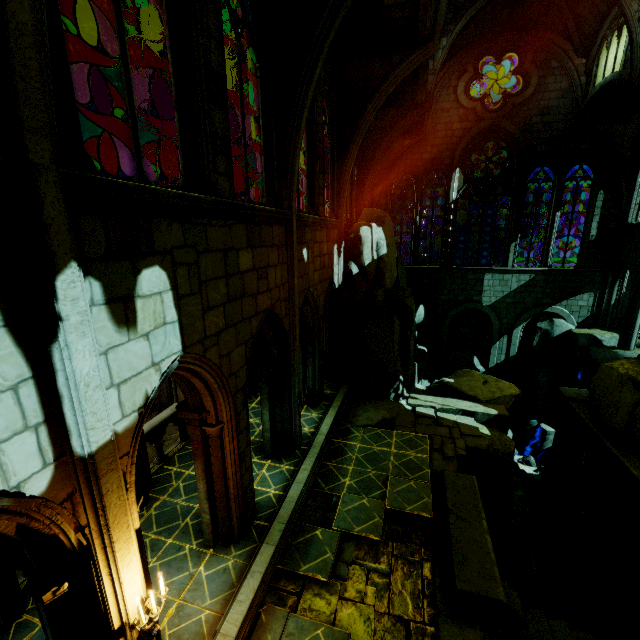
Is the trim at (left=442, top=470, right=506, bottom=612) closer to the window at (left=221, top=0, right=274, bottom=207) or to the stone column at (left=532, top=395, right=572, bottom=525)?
the window at (left=221, top=0, right=274, bottom=207)

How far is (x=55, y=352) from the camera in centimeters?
301cm

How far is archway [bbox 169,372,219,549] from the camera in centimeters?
588cm

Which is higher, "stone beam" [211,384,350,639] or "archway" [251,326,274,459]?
"archway" [251,326,274,459]

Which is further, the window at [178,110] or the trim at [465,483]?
the trim at [465,483]

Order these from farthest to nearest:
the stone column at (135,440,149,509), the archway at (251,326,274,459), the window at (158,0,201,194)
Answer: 1. the archway at (251,326,274,459)
2. the stone column at (135,440,149,509)
3. the window at (158,0,201,194)

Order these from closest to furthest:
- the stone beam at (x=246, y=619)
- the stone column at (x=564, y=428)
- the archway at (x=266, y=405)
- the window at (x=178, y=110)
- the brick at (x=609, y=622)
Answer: the window at (x=178, y=110), the stone beam at (x=246, y=619), the archway at (x=266, y=405), the brick at (x=609, y=622), the stone column at (x=564, y=428)

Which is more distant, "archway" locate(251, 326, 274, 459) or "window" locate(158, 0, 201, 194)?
"archway" locate(251, 326, 274, 459)
